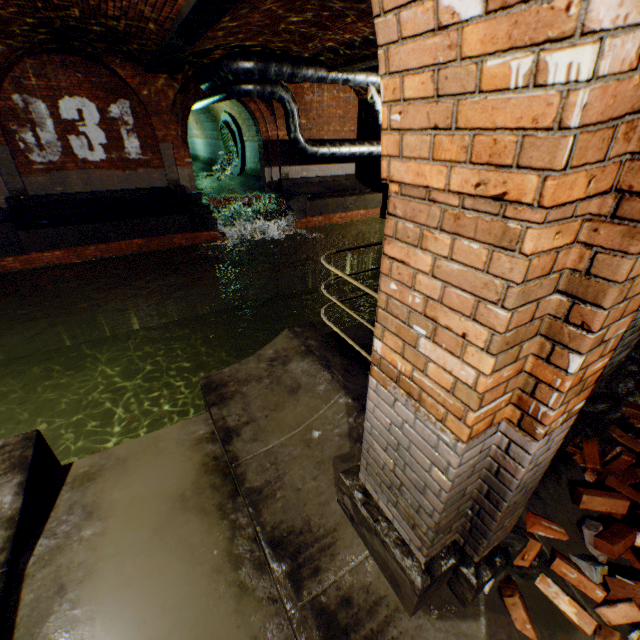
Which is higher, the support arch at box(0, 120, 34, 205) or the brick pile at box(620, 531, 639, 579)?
the support arch at box(0, 120, 34, 205)

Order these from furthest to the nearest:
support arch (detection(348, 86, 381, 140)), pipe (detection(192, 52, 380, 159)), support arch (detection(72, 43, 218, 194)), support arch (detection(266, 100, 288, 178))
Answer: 1. support arch (detection(348, 86, 381, 140))
2. support arch (detection(266, 100, 288, 178))
3. support arch (detection(72, 43, 218, 194))
4. pipe (detection(192, 52, 380, 159))

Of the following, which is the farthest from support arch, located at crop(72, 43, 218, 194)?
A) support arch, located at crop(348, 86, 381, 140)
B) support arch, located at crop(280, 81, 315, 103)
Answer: support arch, located at crop(348, 86, 381, 140)

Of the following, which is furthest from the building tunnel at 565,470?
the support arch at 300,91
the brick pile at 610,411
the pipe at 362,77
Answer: the support arch at 300,91

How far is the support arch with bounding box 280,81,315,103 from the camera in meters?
13.0 m

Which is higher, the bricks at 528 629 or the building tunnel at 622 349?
the building tunnel at 622 349

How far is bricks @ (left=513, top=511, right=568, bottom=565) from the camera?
2.1m

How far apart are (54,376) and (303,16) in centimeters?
1311cm
